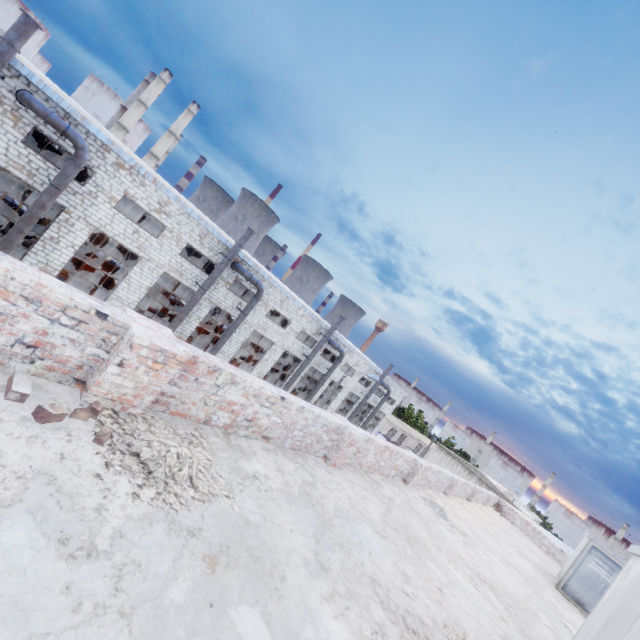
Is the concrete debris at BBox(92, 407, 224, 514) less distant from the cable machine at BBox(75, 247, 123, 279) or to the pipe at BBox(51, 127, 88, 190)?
the pipe at BBox(51, 127, 88, 190)

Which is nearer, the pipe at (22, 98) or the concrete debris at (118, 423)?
the concrete debris at (118, 423)

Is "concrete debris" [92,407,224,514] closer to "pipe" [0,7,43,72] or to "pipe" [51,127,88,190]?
"pipe" [51,127,88,190]

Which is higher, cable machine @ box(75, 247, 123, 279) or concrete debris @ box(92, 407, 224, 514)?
concrete debris @ box(92, 407, 224, 514)

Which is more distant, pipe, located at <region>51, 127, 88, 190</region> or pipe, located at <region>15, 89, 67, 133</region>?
pipe, located at <region>51, 127, 88, 190</region>

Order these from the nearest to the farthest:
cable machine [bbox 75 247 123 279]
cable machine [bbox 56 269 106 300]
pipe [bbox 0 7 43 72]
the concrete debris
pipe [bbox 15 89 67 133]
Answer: the concrete debris
pipe [bbox 0 7 43 72]
pipe [bbox 15 89 67 133]
cable machine [bbox 56 269 106 300]
cable machine [bbox 75 247 123 279]

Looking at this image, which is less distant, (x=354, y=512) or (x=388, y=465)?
(x=354, y=512)
